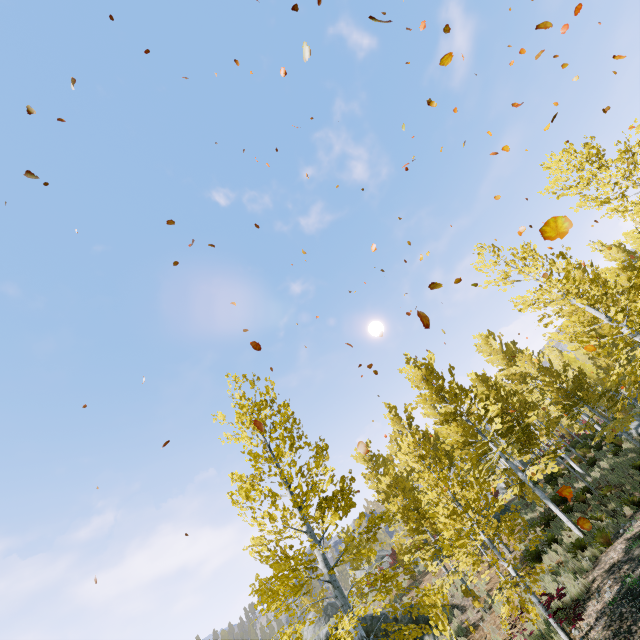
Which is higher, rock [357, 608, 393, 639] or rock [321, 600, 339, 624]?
rock [321, 600, 339, 624]

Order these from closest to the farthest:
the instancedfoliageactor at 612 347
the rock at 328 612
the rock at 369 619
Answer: the instancedfoliageactor at 612 347, the rock at 369 619, the rock at 328 612

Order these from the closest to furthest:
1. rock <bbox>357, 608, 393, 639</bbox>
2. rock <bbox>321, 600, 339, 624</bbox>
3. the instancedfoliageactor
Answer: the instancedfoliageactor < rock <bbox>357, 608, 393, 639</bbox> < rock <bbox>321, 600, 339, 624</bbox>

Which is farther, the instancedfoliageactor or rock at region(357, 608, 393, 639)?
rock at region(357, 608, 393, 639)

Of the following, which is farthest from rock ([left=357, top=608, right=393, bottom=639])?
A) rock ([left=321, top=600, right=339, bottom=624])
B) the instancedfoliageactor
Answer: rock ([left=321, top=600, right=339, bottom=624])

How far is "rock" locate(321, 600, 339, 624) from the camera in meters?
29.4 m

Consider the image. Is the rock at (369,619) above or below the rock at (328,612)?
below

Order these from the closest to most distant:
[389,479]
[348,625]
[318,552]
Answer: [348,625] → [318,552] → [389,479]
